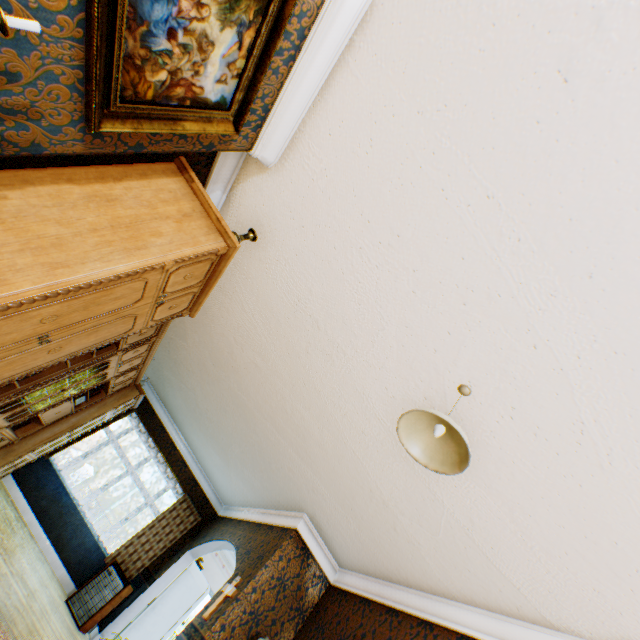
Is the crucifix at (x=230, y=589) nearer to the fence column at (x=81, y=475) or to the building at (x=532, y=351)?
the building at (x=532, y=351)

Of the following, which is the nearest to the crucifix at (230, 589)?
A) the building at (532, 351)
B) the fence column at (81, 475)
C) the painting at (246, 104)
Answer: the building at (532, 351)

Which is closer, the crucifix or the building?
the building

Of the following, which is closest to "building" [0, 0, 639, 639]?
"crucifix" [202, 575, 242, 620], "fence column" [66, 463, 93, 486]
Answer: "crucifix" [202, 575, 242, 620]

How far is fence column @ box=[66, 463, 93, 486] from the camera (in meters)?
18.97

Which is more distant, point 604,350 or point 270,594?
point 270,594

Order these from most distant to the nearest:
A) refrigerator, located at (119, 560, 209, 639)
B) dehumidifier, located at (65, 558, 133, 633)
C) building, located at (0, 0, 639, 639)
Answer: refrigerator, located at (119, 560, 209, 639)
dehumidifier, located at (65, 558, 133, 633)
building, located at (0, 0, 639, 639)

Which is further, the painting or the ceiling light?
the ceiling light
